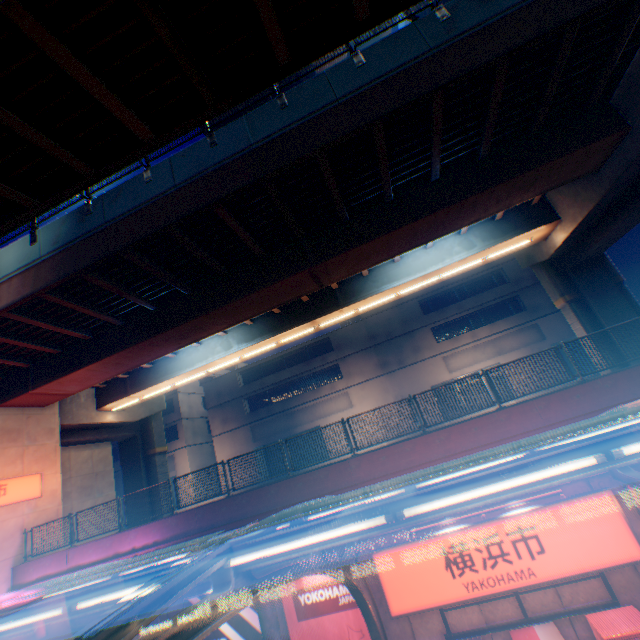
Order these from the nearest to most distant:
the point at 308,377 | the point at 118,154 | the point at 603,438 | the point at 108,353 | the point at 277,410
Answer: the point at 603,438 < the point at 118,154 < the point at 108,353 < the point at 277,410 < the point at 308,377

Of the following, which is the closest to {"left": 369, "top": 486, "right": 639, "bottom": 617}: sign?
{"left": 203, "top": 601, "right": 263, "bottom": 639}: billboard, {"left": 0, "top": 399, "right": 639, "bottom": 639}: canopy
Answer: {"left": 0, "top": 399, "right": 639, "bottom": 639}: canopy

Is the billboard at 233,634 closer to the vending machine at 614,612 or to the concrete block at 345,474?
the concrete block at 345,474

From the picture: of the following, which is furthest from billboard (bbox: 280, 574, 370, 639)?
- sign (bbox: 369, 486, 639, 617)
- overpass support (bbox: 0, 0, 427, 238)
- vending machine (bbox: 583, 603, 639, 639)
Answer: overpass support (bbox: 0, 0, 427, 238)

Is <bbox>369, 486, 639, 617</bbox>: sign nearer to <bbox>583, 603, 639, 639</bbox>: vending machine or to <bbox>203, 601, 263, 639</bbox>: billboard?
<bbox>583, 603, 639, 639</bbox>: vending machine

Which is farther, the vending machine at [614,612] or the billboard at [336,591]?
the billboard at [336,591]

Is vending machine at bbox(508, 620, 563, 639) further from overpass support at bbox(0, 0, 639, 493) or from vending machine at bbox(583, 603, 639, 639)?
overpass support at bbox(0, 0, 639, 493)

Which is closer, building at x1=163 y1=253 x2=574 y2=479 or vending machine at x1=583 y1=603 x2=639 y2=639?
vending machine at x1=583 y1=603 x2=639 y2=639
